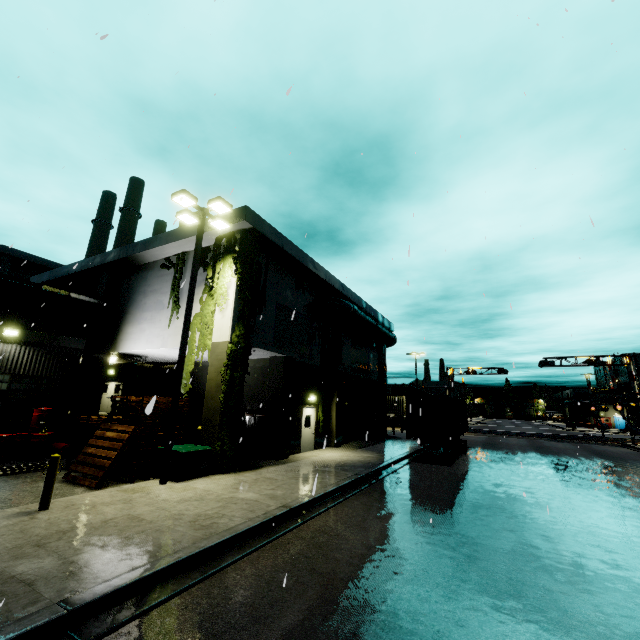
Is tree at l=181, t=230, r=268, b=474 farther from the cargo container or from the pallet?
the cargo container

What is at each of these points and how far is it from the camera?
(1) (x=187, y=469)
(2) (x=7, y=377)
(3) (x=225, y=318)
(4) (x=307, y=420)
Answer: (1) electrical box, 10.7m
(2) building, 14.1m
(3) building, 13.2m
(4) door, 18.5m

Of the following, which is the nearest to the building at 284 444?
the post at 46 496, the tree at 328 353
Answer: the tree at 328 353

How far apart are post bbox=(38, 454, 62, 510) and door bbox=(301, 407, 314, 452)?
11.51m

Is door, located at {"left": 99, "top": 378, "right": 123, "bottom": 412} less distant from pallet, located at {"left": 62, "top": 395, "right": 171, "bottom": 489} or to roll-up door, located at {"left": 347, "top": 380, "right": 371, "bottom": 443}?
pallet, located at {"left": 62, "top": 395, "right": 171, "bottom": 489}

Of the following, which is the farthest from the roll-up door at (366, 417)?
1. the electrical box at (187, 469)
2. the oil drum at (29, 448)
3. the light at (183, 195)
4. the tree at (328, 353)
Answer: the oil drum at (29, 448)

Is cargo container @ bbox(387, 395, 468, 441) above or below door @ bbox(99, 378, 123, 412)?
below

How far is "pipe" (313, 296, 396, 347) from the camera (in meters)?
20.19
